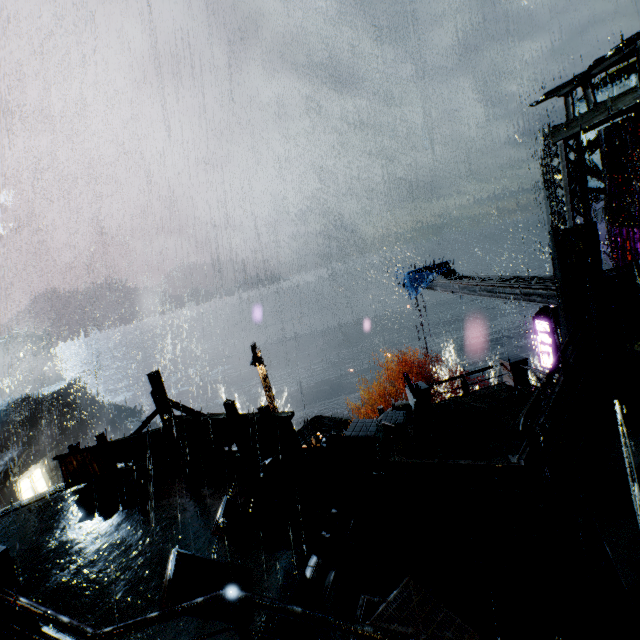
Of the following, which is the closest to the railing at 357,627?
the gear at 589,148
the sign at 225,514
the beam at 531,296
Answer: the sign at 225,514

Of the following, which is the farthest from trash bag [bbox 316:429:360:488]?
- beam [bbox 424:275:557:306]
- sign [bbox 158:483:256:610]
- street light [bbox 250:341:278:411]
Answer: street light [bbox 250:341:278:411]

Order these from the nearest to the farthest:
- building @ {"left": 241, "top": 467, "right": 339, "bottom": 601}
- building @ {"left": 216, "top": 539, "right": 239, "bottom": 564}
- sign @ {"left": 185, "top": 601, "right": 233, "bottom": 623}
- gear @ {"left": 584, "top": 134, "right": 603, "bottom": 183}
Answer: sign @ {"left": 185, "top": 601, "right": 233, "bottom": 623} → building @ {"left": 241, "top": 467, "right": 339, "bottom": 601} → building @ {"left": 216, "top": 539, "right": 239, "bottom": 564} → gear @ {"left": 584, "top": 134, "right": 603, "bottom": 183}

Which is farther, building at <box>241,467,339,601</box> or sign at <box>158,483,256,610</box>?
building at <box>241,467,339,601</box>

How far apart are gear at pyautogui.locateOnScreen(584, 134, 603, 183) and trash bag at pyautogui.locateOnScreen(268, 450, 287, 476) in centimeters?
2538cm

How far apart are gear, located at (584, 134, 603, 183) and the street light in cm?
2420

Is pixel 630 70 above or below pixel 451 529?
above

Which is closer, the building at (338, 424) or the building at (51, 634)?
the building at (51, 634)
